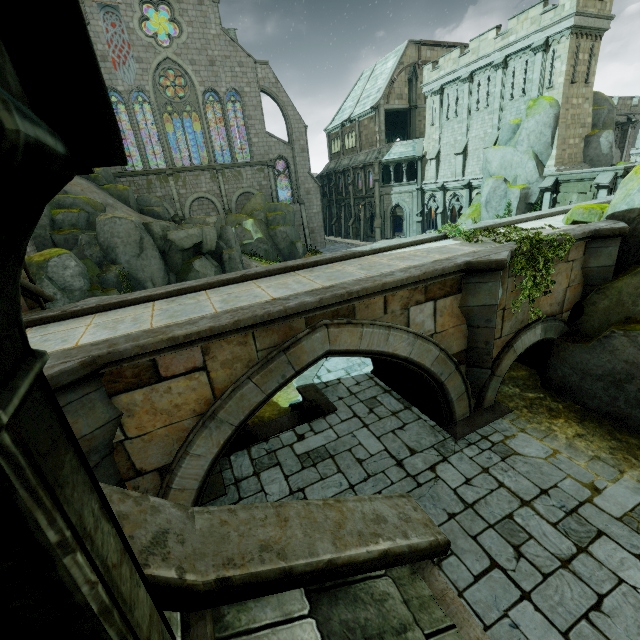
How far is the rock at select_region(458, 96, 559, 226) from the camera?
22.9 meters

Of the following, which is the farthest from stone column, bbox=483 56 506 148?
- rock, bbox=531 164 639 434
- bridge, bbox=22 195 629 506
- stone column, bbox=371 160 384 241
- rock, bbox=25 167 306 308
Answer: rock, bbox=25 167 306 308

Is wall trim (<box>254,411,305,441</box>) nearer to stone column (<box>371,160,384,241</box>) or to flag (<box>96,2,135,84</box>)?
stone column (<box>371,160,384,241</box>)

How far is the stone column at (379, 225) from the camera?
36.2 meters

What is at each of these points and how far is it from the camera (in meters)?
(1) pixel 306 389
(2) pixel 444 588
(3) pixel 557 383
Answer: (1) wall trim, 12.23
(2) building, 2.58
(3) rock, 10.39

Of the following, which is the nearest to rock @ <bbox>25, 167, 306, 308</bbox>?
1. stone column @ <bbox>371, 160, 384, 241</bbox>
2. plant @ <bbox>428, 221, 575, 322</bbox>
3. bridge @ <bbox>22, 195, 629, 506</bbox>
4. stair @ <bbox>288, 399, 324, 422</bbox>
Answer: bridge @ <bbox>22, 195, 629, 506</bbox>

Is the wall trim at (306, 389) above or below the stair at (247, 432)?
below

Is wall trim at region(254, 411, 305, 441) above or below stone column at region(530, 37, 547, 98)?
below
